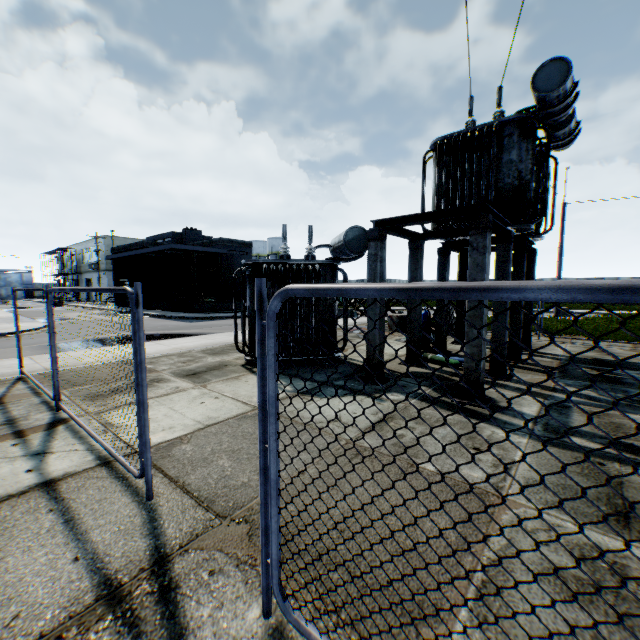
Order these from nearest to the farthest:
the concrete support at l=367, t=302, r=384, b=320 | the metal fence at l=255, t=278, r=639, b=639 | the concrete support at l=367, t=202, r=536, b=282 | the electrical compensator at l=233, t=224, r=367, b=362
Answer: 1. the metal fence at l=255, t=278, r=639, b=639
2. the concrete support at l=367, t=202, r=536, b=282
3. the concrete support at l=367, t=302, r=384, b=320
4. the electrical compensator at l=233, t=224, r=367, b=362

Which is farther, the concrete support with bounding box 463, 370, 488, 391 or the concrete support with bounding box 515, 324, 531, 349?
the concrete support with bounding box 515, 324, 531, 349

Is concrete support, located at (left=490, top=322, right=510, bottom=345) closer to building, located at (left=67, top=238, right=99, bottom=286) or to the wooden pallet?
the wooden pallet

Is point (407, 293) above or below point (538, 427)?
above

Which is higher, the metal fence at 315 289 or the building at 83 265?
the building at 83 265

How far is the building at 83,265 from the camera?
50.78m

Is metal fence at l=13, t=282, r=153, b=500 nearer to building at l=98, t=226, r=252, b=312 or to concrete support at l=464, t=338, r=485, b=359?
concrete support at l=464, t=338, r=485, b=359
